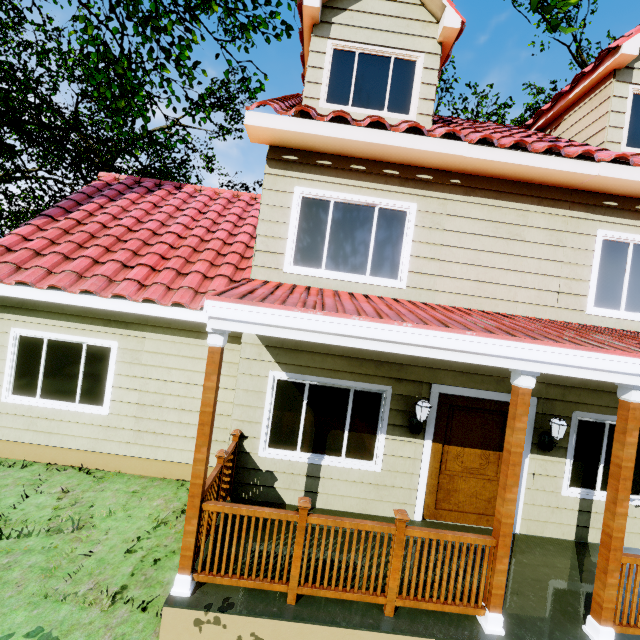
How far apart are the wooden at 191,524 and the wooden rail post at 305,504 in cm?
101

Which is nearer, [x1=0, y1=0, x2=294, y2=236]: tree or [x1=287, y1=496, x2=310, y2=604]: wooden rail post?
[x1=287, y1=496, x2=310, y2=604]: wooden rail post

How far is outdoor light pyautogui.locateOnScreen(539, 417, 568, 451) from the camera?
4.9m

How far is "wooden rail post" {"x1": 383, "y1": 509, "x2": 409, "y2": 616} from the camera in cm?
339

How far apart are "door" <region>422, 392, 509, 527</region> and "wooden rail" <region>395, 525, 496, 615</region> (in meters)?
1.79

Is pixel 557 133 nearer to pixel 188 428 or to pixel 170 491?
pixel 188 428

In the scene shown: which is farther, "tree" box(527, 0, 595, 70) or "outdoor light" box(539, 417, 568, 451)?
"outdoor light" box(539, 417, 568, 451)

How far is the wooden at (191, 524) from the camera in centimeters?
332cm
